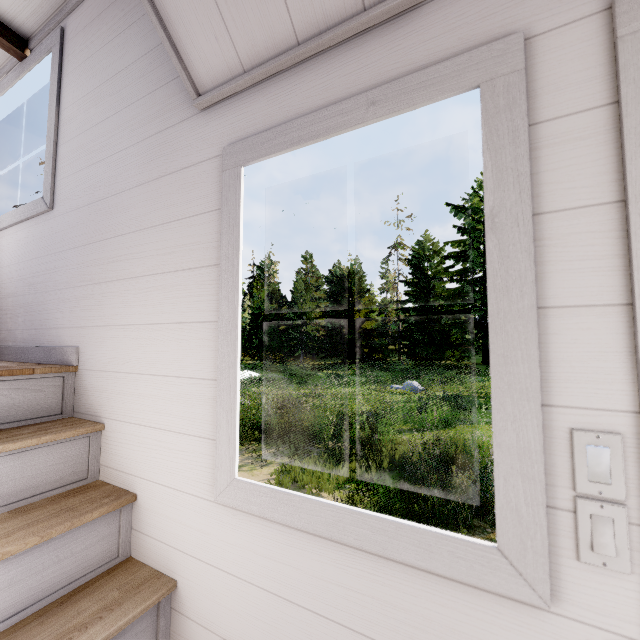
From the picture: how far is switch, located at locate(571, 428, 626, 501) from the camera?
0.65m

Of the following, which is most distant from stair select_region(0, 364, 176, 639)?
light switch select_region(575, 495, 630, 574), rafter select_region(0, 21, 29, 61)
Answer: rafter select_region(0, 21, 29, 61)

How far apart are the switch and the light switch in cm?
2

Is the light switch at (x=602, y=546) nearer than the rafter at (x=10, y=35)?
Yes

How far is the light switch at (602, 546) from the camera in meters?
0.6

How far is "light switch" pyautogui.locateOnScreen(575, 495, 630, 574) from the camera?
0.64m

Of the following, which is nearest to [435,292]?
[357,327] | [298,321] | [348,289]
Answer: [357,327]

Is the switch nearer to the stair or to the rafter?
the stair
